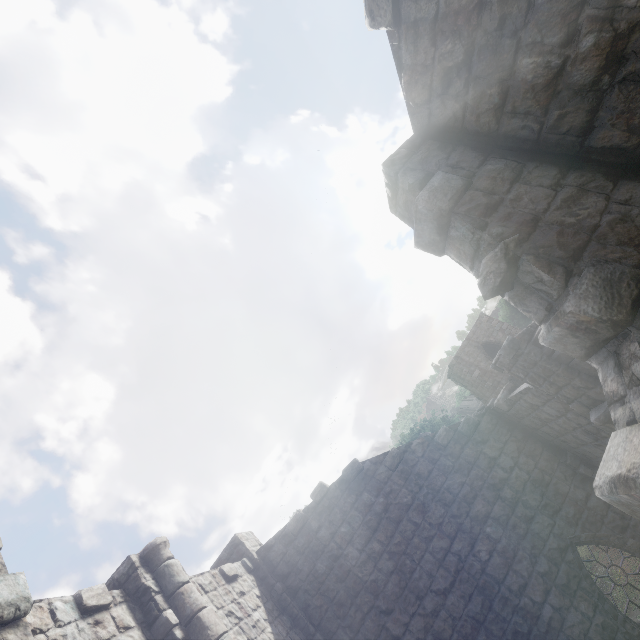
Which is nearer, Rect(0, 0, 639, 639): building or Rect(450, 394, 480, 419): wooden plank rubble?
Rect(0, 0, 639, 639): building

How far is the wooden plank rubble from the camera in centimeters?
5253cm

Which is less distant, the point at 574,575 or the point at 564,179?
the point at 564,179

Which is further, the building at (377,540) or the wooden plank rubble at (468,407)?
the wooden plank rubble at (468,407)

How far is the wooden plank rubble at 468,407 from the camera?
52.5m
